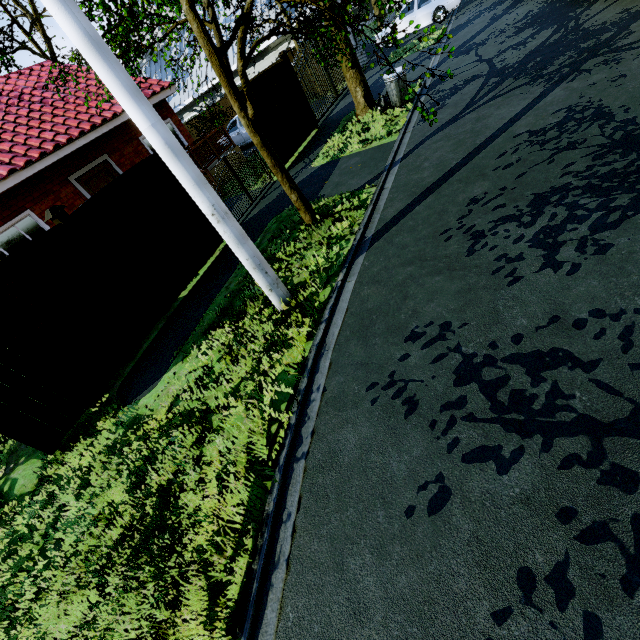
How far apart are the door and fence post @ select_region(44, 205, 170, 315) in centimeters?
650cm

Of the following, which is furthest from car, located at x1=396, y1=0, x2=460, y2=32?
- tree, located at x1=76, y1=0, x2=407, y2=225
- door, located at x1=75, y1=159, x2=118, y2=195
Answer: door, located at x1=75, y1=159, x2=118, y2=195

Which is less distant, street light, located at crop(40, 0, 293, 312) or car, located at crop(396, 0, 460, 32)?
street light, located at crop(40, 0, 293, 312)

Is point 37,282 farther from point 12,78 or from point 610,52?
point 12,78

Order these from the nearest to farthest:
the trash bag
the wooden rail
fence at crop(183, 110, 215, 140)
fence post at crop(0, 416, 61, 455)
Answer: fence post at crop(0, 416, 61, 455) < the trash bag < the wooden rail < fence at crop(183, 110, 215, 140)

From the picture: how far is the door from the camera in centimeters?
1074cm

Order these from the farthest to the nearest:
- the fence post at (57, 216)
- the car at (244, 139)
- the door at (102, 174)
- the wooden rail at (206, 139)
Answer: the car at (244, 139), the wooden rail at (206, 139), the door at (102, 174), the fence post at (57, 216)

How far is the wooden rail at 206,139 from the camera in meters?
12.2
